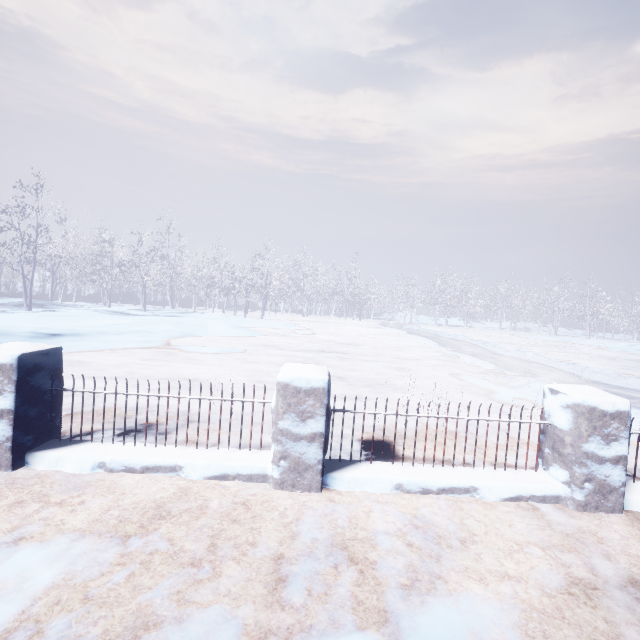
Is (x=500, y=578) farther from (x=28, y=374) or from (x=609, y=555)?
(x=28, y=374)
